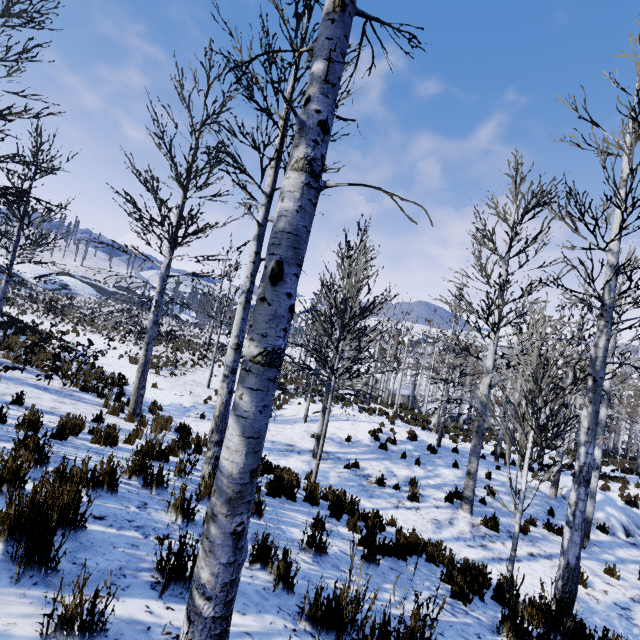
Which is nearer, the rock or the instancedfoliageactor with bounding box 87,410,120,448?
the instancedfoliageactor with bounding box 87,410,120,448

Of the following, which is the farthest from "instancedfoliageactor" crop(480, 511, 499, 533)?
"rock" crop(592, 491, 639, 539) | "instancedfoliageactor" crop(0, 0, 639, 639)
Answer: "rock" crop(592, 491, 639, 539)

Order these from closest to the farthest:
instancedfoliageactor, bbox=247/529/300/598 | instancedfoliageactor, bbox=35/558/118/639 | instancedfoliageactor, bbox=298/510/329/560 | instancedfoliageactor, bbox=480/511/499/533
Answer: instancedfoliageactor, bbox=35/558/118/639
instancedfoliageactor, bbox=247/529/300/598
instancedfoliageactor, bbox=298/510/329/560
instancedfoliageactor, bbox=480/511/499/533

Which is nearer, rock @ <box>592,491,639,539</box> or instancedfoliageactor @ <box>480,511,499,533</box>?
instancedfoliageactor @ <box>480,511,499,533</box>

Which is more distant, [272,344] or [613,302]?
[613,302]

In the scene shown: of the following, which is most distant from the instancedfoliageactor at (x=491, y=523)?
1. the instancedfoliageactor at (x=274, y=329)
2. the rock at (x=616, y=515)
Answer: the rock at (x=616, y=515)

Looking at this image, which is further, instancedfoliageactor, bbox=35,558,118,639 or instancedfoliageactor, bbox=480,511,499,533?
instancedfoliageactor, bbox=480,511,499,533

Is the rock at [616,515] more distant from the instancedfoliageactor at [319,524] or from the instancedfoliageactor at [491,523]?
the instancedfoliageactor at [491,523]
